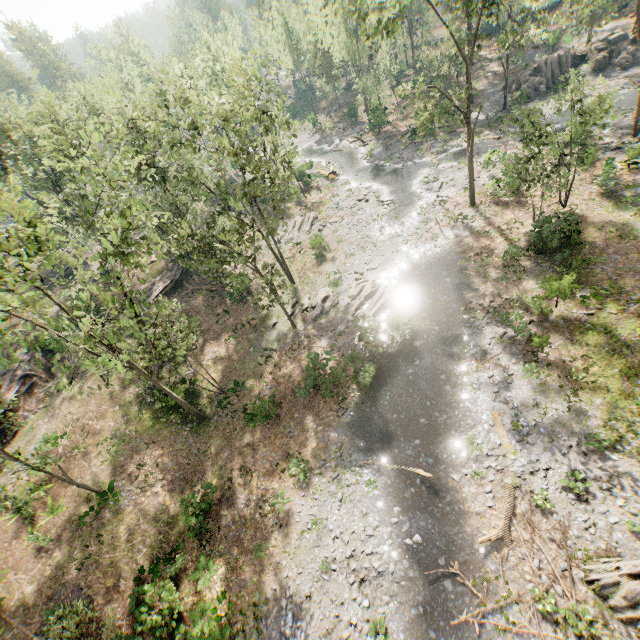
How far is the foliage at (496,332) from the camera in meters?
21.0 m

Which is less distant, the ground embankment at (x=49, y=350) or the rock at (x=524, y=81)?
the ground embankment at (x=49, y=350)

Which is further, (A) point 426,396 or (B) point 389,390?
(B) point 389,390

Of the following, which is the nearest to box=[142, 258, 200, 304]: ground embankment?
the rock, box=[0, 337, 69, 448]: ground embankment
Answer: box=[0, 337, 69, 448]: ground embankment

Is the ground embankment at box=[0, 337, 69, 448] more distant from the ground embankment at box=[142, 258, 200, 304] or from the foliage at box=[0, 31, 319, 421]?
the ground embankment at box=[142, 258, 200, 304]

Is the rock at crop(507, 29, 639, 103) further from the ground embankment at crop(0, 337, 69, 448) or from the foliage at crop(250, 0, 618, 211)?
the ground embankment at crop(0, 337, 69, 448)

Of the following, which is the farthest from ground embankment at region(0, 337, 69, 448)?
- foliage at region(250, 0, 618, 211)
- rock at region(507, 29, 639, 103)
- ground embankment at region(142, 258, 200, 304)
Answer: rock at region(507, 29, 639, 103)
